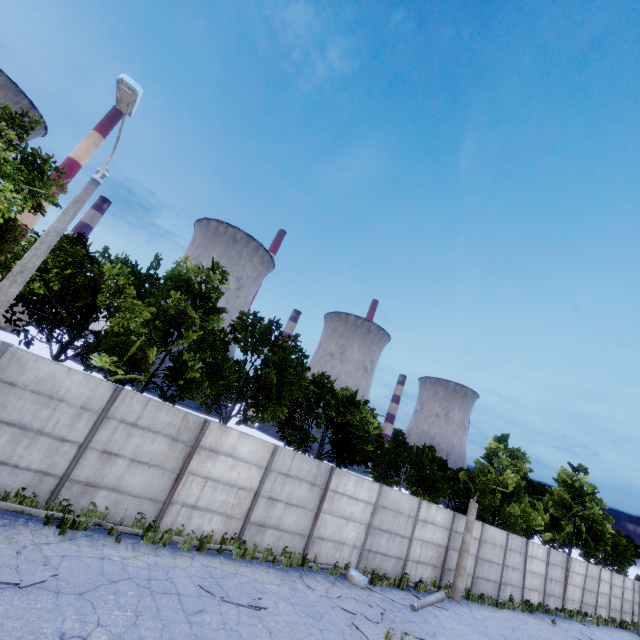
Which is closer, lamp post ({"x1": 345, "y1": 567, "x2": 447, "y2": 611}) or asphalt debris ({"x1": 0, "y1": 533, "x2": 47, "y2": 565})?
asphalt debris ({"x1": 0, "y1": 533, "x2": 47, "y2": 565})

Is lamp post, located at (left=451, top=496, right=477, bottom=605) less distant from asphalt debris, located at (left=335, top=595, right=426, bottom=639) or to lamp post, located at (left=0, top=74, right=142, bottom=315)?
asphalt debris, located at (left=335, top=595, right=426, bottom=639)

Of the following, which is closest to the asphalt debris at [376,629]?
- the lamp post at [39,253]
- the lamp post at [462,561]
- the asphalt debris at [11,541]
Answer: the lamp post at [462,561]

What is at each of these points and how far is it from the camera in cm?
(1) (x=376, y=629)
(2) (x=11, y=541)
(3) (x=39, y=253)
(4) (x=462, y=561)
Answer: (1) asphalt debris, 992
(2) asphalt debris, 720
(3) lamp post, 802
(4) lamp post, 1639

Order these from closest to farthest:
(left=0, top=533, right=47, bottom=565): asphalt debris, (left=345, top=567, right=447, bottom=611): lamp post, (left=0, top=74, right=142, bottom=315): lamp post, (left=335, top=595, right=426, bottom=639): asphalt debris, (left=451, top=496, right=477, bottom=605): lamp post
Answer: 1. (left=0, top=533, right=47, bottom=565): asphalt debris
2. (left=0, top=74, right=142, bottom=315): lamp post
3. (left=335, top=595, right=426, bottom=639): asphalt debris
4. (left=345, top=567, right=447, bottom=611): lamp post
5. (left=451, top=496, right=477, bottom=605): lamp post

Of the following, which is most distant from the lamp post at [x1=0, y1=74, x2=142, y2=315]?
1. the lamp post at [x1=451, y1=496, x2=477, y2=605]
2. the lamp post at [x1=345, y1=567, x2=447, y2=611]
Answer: the lamp post at [x1=451, y1=496, x2=477, y2=605]

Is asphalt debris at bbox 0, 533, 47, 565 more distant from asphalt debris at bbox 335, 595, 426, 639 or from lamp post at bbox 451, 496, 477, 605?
lamp post at bbox 451, 496, 477, 605

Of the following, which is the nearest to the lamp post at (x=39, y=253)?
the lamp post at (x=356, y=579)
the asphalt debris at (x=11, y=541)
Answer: the asphalt debris at (x=11, y=541)
